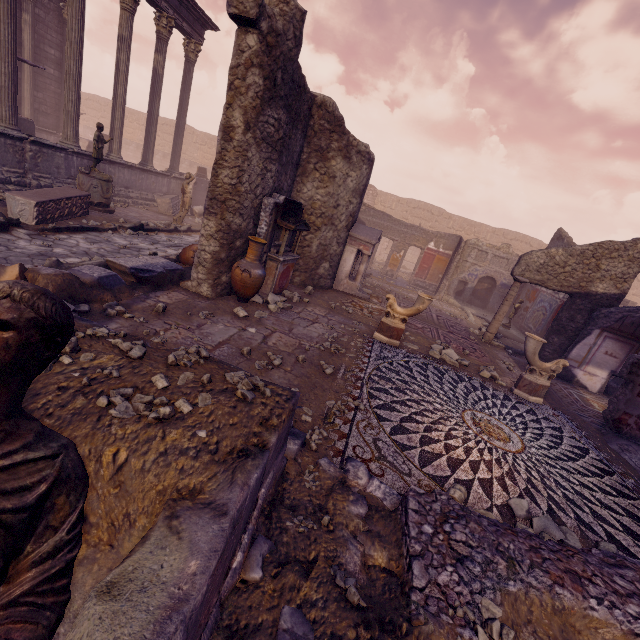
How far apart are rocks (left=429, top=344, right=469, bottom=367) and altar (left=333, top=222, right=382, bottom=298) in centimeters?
278cm

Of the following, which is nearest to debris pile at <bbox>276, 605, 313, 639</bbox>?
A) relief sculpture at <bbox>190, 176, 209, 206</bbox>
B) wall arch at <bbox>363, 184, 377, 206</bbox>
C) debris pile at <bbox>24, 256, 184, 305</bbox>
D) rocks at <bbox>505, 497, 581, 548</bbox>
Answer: debris pile at <bbox>24, 256, 184, 305</bbox>

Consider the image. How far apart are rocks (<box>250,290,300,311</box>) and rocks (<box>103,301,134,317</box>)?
2.5 meters

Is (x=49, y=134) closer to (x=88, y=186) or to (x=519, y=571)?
(x=88, y=186)

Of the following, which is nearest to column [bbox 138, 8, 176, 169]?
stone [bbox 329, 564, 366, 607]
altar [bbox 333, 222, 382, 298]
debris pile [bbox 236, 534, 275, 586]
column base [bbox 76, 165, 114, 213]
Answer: column base [bbox 76, 165, 114, 213]

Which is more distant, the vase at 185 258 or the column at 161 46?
the column at 161 46

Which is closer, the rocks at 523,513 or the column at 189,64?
the rocks at 523,513

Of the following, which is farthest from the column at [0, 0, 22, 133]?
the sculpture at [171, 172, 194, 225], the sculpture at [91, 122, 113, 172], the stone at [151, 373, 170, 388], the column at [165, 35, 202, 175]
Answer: the stone at [151, 373, 170, 388]
